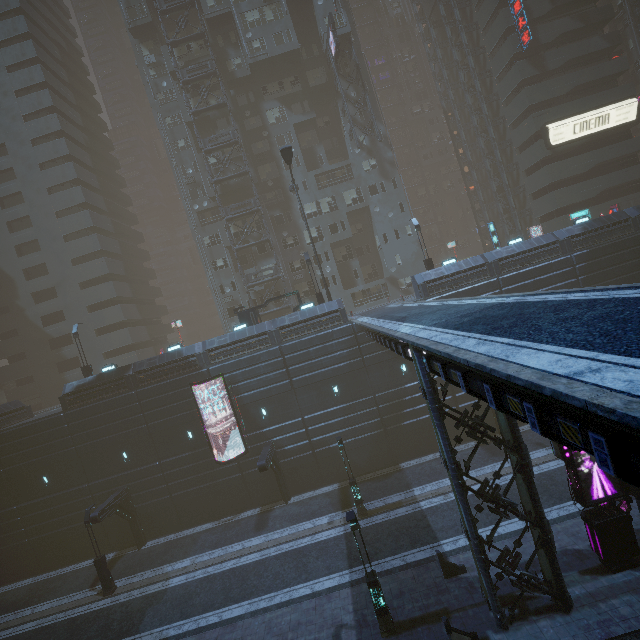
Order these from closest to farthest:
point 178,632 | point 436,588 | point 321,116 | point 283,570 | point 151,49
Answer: point 436,588 → point 178,632 → point 283,570 → point 151,49 → point 321,116

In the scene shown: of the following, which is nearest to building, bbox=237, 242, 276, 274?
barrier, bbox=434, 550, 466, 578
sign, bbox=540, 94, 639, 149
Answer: sign, bbox=540, 94, 639, 149

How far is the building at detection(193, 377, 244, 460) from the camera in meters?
25.3

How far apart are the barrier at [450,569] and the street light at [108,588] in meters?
20.8

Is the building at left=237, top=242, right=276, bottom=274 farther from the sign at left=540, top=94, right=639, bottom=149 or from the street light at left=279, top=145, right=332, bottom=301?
the street light at left=279, top=145, right=332, bottom=301

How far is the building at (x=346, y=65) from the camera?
38.44m

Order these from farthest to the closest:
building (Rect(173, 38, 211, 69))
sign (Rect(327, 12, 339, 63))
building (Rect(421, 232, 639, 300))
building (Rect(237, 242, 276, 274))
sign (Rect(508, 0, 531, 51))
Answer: building (Rect(237, 242, 276, 274)), building (Rect(173, 38, 211, 69)), sign (Rect(508, 0, 531, 51)), sign (Rect(327, 12, 339, 63)), building (Rect(421, 232, 639, 300))

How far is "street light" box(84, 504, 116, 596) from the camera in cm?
2086
